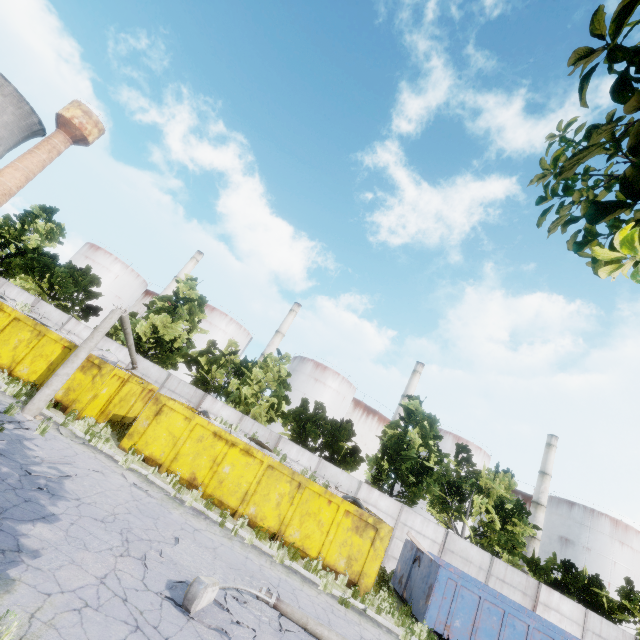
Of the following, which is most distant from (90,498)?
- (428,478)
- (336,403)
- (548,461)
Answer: (548,461)

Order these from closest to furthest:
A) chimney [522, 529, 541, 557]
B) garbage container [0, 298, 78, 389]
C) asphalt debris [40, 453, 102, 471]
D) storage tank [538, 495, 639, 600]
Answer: asphalt debris [40, 453, 102, 471] < garbage container [0, 298, 78, 389] < storage tank [538, 495, 639, 600] < chimney [522, 529, 541, 557]

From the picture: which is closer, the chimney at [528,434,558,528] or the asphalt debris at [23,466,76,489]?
the asphalt debris at [23,466,76,489]

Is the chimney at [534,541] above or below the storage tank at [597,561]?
below

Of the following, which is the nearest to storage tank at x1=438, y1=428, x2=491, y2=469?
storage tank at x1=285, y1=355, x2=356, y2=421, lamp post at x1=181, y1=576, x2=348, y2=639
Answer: storage tank at x1=285, y1=355, x2=356, y2=421

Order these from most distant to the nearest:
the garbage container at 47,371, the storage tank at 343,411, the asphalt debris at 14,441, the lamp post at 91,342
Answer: the storage tank at 343,411, the garbage container at 47,371, the lamp post at 91,342, the asphalt debris at 14,441

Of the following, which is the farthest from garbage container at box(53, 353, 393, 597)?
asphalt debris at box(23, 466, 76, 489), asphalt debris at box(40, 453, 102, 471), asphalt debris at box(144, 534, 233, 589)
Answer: asphalt debris at box(23, 466, 76, 489)

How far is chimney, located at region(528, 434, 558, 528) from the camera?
48.53m
